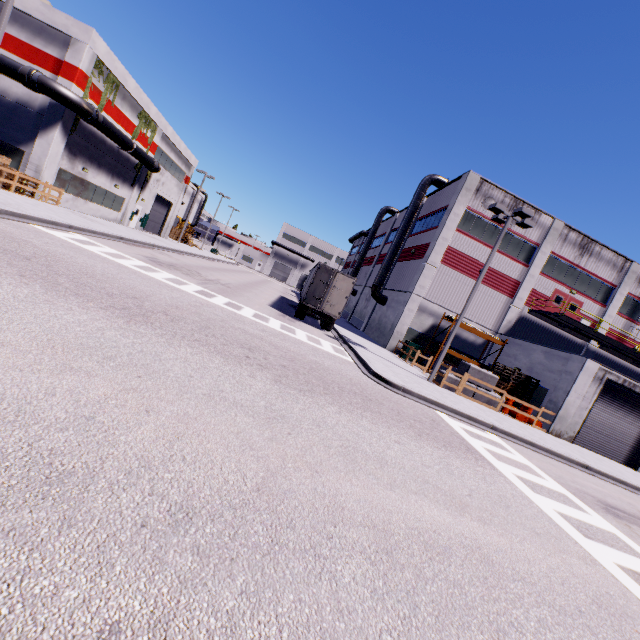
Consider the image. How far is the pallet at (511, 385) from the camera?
20.2m

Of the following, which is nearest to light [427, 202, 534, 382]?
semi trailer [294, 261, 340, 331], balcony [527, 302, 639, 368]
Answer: semi trailer [294, 261, 340, 331]

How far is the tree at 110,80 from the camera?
21.35m

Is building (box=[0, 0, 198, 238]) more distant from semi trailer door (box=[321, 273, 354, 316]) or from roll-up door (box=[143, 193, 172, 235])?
semi trailer door (box=[321, 273, 354, 316])

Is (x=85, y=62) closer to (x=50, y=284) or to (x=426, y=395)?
(x=50, y=284)

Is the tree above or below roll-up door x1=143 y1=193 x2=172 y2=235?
above

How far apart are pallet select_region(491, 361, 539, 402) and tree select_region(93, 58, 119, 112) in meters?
32.1

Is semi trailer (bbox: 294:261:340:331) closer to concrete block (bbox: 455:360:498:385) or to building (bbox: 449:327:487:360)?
building (bbox: 449:327:487:360)
